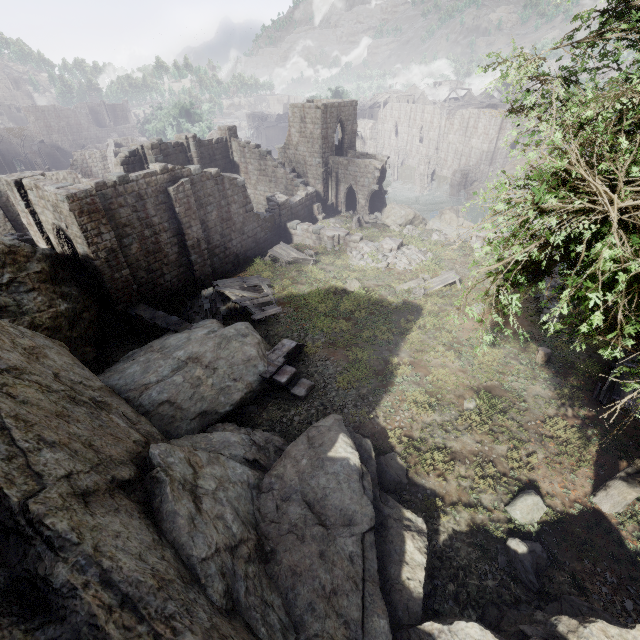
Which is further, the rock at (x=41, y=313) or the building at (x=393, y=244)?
the building at (x=393, y=244)

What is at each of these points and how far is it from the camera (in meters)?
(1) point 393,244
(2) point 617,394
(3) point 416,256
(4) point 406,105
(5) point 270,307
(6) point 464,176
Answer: (1) building, 22.61
(2) cart, 11.56
(3) rubble, 22.08
(4) building, 58.75
(5) wooden plank rubble, 18.42
(6) stone arch, 46.34

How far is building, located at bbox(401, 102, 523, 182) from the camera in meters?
44.8

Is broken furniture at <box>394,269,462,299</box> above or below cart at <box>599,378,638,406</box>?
below

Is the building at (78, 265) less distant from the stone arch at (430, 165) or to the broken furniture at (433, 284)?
the stone arch at (430, 165)

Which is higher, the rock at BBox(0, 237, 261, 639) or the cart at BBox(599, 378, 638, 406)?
the rock at BBox(0, 237, 261, 639)

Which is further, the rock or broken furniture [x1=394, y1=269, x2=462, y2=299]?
broken furniture [x1=394, y1=269, x2=462, y2=299]

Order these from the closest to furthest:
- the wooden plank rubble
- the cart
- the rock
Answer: the rock < the cart < the wooden plank rubble
